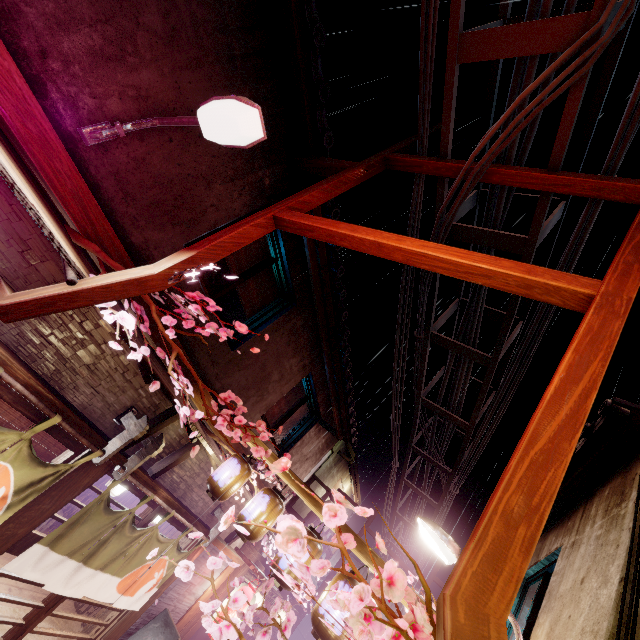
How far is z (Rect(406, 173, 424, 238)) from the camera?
8.10m

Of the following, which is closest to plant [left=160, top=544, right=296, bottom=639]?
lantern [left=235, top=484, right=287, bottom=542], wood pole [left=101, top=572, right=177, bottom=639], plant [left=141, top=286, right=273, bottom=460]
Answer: plant [left=141, top=286, right=273, bottom=460]

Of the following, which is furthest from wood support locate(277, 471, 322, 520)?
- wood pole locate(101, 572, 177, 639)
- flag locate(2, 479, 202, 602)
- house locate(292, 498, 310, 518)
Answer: house locate(292, 498, 310, 518)

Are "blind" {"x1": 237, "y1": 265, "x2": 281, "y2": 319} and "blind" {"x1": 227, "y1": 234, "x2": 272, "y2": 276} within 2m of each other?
yes

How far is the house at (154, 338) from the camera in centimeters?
727cm

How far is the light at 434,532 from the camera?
8.09m

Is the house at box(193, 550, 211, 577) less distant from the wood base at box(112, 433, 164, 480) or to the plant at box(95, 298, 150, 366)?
the wood base at box(112, 433, 164, 480)

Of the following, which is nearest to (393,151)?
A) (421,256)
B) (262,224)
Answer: (262,224)
